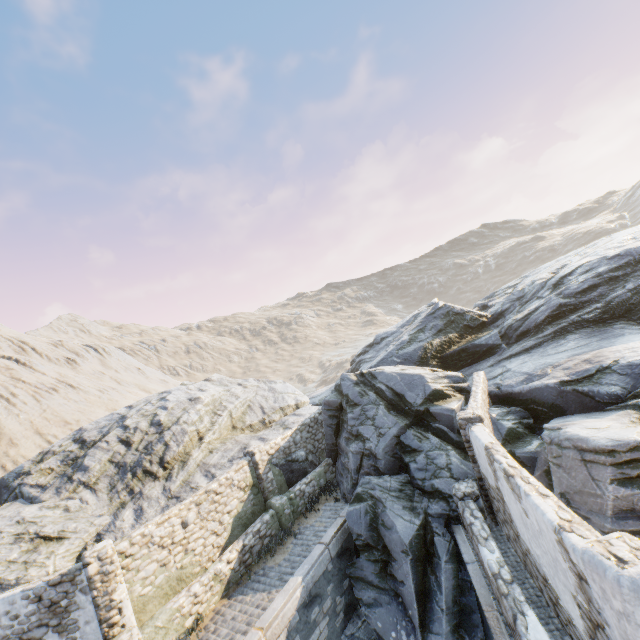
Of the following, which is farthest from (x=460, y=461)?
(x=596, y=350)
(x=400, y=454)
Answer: (x=596, y=350)

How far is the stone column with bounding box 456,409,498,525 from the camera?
9.4 meters

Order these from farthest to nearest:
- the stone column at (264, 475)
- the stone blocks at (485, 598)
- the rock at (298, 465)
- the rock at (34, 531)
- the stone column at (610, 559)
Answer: the rock at (298, 465) < the stone column at (264, 475) < the rock at (34, 531) < the stone blocks at (485, 598) < the stone column at (610, 559)

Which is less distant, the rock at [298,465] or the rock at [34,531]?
the rock at [34,531]

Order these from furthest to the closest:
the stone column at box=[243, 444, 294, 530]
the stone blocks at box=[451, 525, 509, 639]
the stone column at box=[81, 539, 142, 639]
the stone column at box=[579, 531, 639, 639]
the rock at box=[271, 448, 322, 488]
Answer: the rock at box=[271, 448, 322, 488] < the stone column at box=[243, 444, 294, 530] < the stone column at box=[81, 539, 142, 639] < the stone blocks at box=[451, 525, 509, 639] < the stone column at box=[579, 531, 639, 639]

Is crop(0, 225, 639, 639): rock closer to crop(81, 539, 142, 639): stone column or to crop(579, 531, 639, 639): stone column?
crop(579, 531, 639, 639): stone column

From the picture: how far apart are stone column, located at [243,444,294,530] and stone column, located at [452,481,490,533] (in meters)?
6.49

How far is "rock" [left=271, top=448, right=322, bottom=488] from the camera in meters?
14.6
